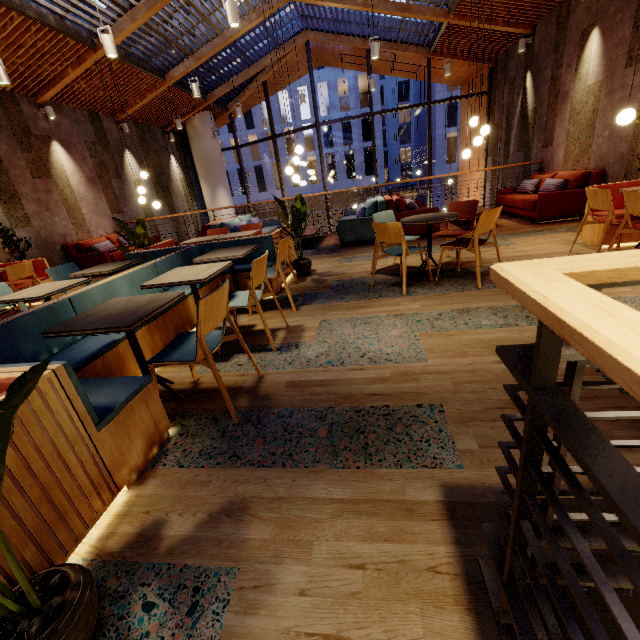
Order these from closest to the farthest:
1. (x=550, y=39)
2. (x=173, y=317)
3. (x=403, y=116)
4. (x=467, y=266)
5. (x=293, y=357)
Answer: (x=293, y=357), (x=173, y=317), (x=467, y=266), (x=550, y=39), (x=403, y=116)

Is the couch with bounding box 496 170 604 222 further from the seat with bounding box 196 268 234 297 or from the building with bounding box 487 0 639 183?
the seat with bounding box 196 268 234 297

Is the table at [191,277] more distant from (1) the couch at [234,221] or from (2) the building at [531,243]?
(1) the couch at [234,221]

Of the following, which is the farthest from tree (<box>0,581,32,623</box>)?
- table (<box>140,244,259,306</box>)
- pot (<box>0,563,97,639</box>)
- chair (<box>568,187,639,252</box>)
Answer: chair (<box>568,187,639,252</box>)

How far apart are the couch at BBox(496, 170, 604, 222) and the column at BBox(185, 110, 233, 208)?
10.6m

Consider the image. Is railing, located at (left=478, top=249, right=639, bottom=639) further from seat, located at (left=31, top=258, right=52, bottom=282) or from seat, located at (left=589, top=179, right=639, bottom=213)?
seat, located at (left=31, top=258, right=52, bottom=282)

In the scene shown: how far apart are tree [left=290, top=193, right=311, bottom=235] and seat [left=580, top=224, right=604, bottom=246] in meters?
4.0

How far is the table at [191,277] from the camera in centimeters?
282cm
